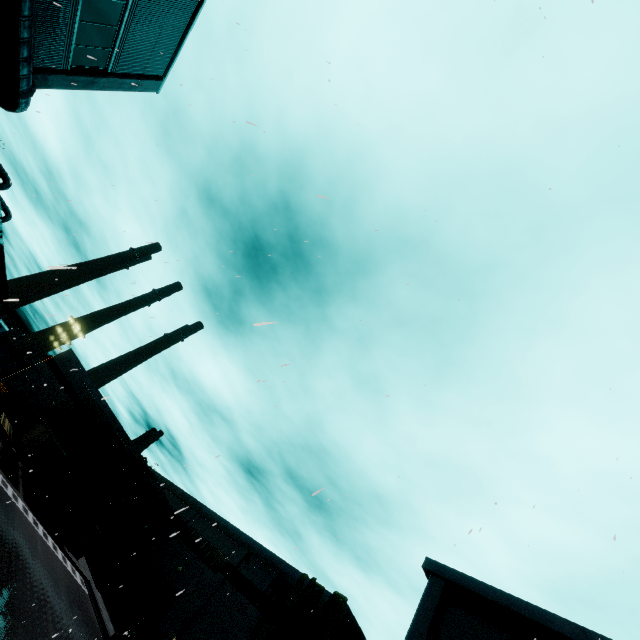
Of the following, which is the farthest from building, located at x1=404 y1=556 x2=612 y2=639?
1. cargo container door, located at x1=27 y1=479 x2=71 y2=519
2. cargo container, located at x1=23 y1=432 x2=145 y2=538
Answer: cargo container door, located at x1=27 y1=479 x2=71 y2=519

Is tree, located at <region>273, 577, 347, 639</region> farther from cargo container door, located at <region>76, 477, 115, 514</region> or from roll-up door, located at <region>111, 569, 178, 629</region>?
roll-up door, located at <region>111, 569, 178, 629</region>

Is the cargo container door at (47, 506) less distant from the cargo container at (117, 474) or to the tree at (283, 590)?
the cargo container at (117, 474)

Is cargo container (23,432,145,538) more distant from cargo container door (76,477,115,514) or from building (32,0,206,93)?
building (32,0,206,93)

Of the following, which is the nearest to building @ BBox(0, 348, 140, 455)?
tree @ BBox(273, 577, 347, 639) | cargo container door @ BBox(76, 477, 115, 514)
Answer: tree @ BBox(273, 577, 347, 639)

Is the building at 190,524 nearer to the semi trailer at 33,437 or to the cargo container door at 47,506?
the semi trailer at 33,437

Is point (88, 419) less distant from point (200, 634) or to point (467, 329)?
point (200, 634)

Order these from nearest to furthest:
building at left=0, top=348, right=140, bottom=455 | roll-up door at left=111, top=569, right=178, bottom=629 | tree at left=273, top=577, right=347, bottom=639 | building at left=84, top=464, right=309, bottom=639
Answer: tree at left=273, top=577, right=347, bottom=639 → building at left=84, top=464, right=309, bottom=639 → roll-up door at left=111, top=569, right=178, bottom=629 → building at left=0, top=348, right=140, bottom=455
